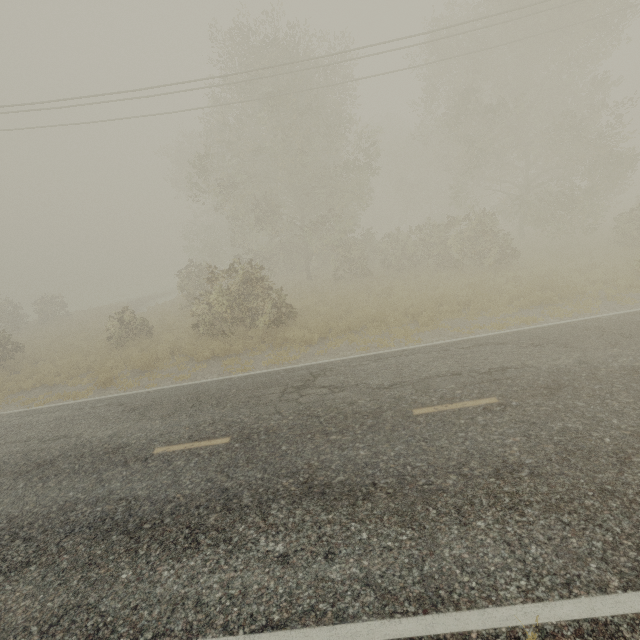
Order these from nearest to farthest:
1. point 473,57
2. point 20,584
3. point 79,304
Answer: point 20,584 < point 473,57 < point 79,304
